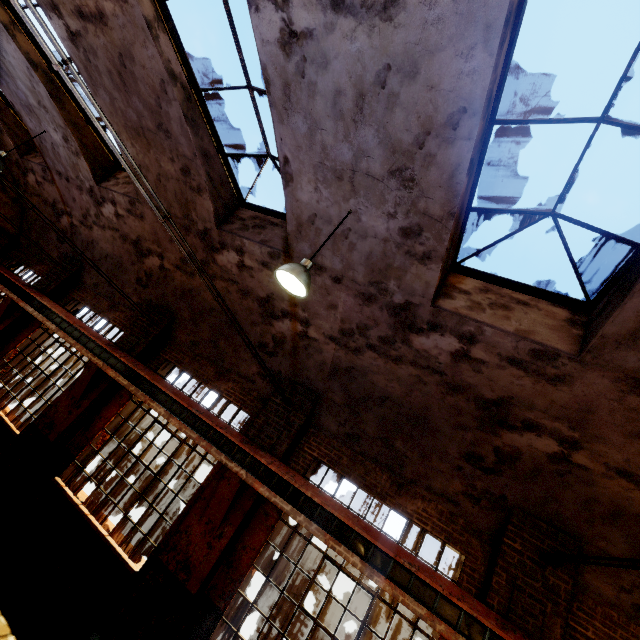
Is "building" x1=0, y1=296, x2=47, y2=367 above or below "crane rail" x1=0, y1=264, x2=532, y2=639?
below

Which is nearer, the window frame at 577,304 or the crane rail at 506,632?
the window frame at 577,304

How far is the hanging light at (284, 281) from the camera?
4.18m

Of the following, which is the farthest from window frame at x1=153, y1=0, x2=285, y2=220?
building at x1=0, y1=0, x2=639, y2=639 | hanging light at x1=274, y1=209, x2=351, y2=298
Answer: hanging light at x1=274, y1=209, x2=351, y2=298

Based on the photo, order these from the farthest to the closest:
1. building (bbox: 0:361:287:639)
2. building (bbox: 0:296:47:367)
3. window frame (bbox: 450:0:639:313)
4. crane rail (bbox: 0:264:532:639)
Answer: building (bbox: 0:296:47:367)
building (bbox: 0:361:287:639)
crane rail (bbox: 0:264:532:639)
window frame (bbox: 450:0:639:313)

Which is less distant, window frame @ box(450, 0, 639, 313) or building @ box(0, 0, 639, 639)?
window frame @ box(450, 0, 639, 313)

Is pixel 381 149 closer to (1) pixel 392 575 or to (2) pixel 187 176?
(2) pixel 187 176

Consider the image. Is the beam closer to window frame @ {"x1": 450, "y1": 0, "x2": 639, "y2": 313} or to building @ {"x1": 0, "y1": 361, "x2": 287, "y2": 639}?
building @ {"x1": 0, "y1": 361, "x2": 287, "y2": 639}
